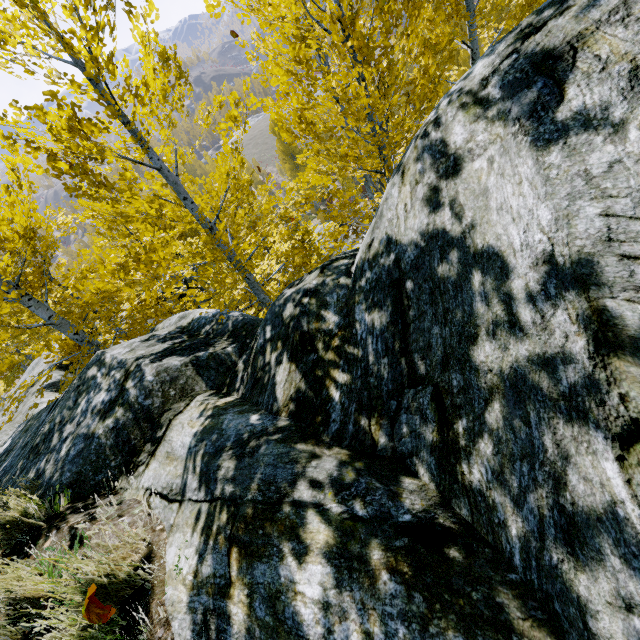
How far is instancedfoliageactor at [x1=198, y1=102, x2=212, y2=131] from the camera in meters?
4.4 m

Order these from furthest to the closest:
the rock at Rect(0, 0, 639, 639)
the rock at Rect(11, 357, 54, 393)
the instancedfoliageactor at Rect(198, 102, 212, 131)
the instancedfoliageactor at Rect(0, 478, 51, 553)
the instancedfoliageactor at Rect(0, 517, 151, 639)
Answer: the rock at Rect(11, 357, 54, 393)
the instancedfoliageactor at Rect(198, 102, 212, 131)
the instancedfoliageactor at Rect(0, 478, 51, 553)
the instancedfoliageactor at Rect(0, 517, 151, 639)
the rock at Rect(0, 0, 639, 639)

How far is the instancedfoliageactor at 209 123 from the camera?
4.4 meters

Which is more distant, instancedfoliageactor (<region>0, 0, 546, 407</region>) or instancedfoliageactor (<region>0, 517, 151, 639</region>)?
instancedfoliageactor (<region>0, 0, 546, 407</region>)

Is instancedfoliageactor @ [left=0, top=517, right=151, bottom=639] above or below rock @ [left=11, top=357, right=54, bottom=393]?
above

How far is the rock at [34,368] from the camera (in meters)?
10.39

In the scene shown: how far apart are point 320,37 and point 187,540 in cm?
515
